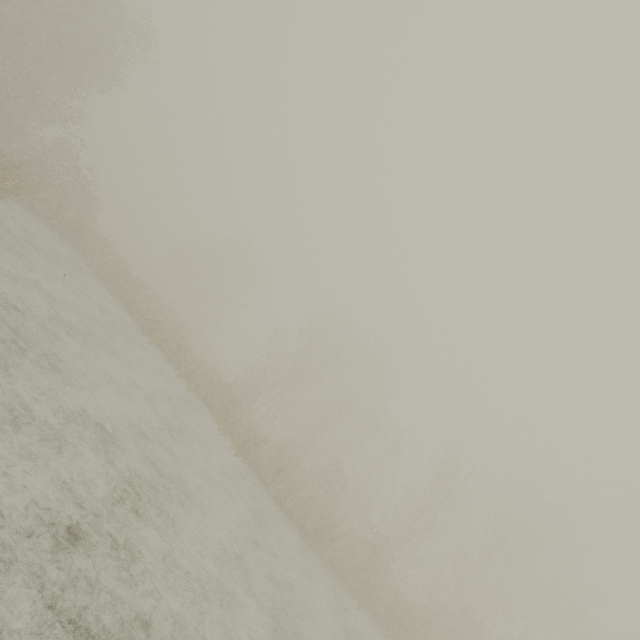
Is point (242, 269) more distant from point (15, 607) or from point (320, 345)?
point (15, 607)
